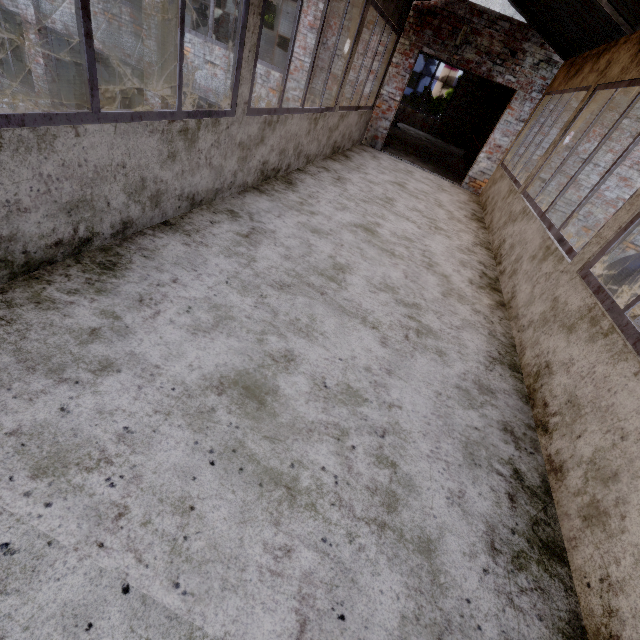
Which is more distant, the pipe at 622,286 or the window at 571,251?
the pipe at 622,286

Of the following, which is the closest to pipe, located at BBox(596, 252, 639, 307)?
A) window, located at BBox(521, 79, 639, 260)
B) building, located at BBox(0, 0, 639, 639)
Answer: building, located at BBox(0, 0, 639, 639)

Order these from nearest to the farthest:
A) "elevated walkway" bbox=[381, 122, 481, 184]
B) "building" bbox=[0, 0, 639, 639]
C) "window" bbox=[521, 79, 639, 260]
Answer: "building" bbox=[0, 0, 639, 639], "window" bbox=[521, 79, 639, 260], "elevated walkway" bbox=[381, 122, 481, 184]

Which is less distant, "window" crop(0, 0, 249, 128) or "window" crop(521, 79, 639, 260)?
"window" crop(0, 0, 249, 128)

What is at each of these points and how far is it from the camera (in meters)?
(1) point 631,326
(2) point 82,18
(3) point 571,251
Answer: (1) window, 2.02
(2) window, 1.60
(3) window, 3.07

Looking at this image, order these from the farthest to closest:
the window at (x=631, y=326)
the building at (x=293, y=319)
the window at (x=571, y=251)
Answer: the window at (x=571, y=251) → the window at (x=631, y=326) → the building at (x=293, y=319)

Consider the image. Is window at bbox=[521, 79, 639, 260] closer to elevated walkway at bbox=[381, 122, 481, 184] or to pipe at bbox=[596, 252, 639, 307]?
pipe at bbox=[596, 252, 639, 307]

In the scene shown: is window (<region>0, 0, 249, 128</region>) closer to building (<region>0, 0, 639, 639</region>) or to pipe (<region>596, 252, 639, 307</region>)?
building (<region>0, 0, 639, 639</region>)
